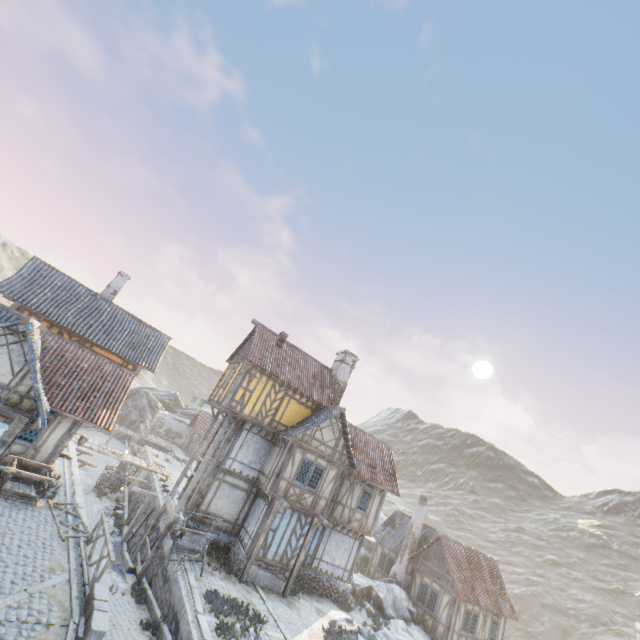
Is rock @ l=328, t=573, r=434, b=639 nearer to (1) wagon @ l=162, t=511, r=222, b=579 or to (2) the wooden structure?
(1) wagon @ l=162, t=511, r=222, b=579

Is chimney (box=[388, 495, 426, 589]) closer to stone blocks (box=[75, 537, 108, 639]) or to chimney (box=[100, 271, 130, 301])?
stone blocks (box=[75, 537, 108, 639])

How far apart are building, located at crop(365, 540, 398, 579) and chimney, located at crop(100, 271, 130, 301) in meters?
30.7 m

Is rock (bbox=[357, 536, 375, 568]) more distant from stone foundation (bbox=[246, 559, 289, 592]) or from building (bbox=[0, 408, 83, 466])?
building (bbox=[0, 408, 83, 466])

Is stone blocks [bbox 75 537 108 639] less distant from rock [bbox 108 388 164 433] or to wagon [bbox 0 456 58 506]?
rock [bbox 108 388 164 433]

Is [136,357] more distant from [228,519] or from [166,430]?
[166,430]

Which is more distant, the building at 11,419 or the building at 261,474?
the building at 261,474

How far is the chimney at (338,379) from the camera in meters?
24.0
